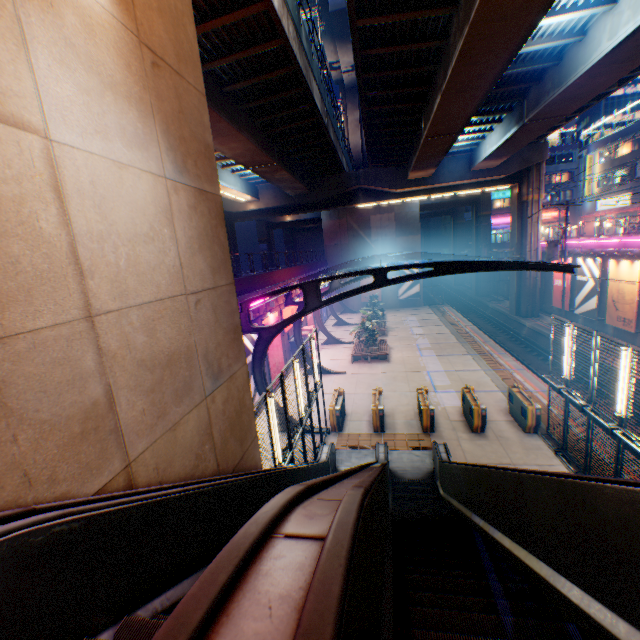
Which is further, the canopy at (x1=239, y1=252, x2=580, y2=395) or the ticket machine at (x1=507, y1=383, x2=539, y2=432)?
the ticket machine at (x1=507, y1=383, x2=539, y2=432)

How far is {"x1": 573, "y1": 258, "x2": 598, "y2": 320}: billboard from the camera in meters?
22.7 m

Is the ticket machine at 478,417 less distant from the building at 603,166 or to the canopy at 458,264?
the canopy at 458,264

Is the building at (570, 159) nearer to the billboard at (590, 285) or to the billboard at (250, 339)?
the billboard at (590, 285)

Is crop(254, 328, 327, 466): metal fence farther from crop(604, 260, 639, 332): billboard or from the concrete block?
crop(604, 260, 639, 332): billboard

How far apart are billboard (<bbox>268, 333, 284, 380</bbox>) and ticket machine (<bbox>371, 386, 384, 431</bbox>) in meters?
6.4

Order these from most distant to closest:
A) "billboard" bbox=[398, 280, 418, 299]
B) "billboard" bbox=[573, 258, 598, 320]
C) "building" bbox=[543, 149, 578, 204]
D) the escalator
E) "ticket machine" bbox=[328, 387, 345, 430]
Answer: "building" bbox=[543, 149, 578, 204], "billboard" bbox=[398, 280, 418, 299], "billboard" bbox=[573, 258, 598, 320], "ticket machine" bbox=[328, 387, 345, 430], the escalator

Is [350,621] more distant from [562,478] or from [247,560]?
[562,478]
